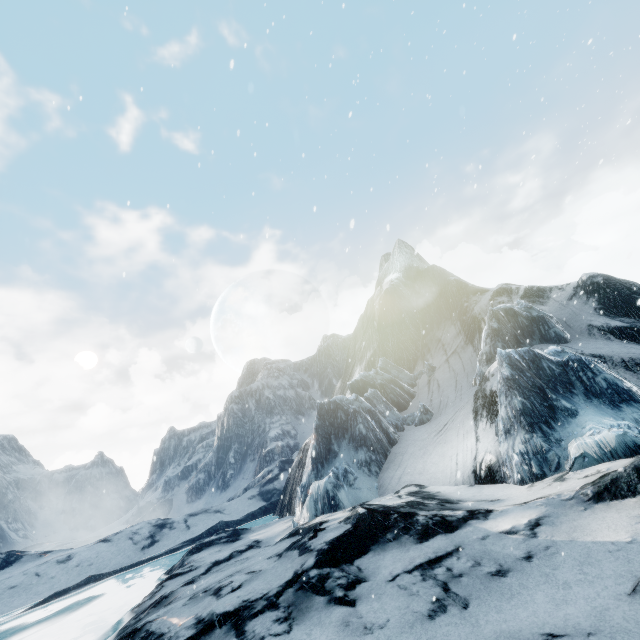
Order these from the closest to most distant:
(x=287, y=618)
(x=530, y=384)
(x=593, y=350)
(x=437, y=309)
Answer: (x=287, y=618)
(x=530, y=384)
(x=593, y=350)
(x=437, y=309)
